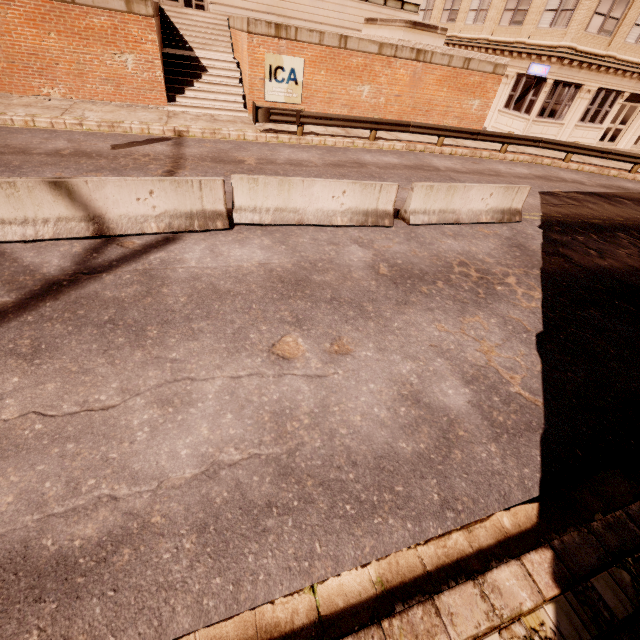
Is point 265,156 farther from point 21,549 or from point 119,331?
point 21,549

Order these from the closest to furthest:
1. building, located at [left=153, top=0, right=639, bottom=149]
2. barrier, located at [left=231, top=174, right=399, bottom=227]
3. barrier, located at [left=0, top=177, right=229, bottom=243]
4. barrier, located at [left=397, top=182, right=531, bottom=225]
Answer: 1. barrier, located at [left=0, top=177, right=229, bottom=243]
2. barrier, located at [left=231, top=174, right=399, bottom=227]
3. barrier, located at [left=397, top=182, right=531, bottom=225]
4. building, located at [left=153, top=0, right=639, bottom=149]

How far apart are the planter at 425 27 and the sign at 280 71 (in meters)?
5.45

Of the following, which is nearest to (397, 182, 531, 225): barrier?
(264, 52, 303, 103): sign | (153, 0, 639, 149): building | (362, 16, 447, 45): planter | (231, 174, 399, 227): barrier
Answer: (231, 174, 399, 227): barrier

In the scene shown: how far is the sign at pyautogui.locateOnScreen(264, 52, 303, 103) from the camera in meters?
14.2

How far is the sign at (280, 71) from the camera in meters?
14.2

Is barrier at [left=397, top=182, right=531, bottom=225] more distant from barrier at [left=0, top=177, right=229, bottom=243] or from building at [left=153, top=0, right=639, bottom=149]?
building at [left=153, top=0, right=639, bottom=149]

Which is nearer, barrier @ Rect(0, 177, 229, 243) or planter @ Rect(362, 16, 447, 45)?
barrier @ Rect(0, 177, 229, 243)
